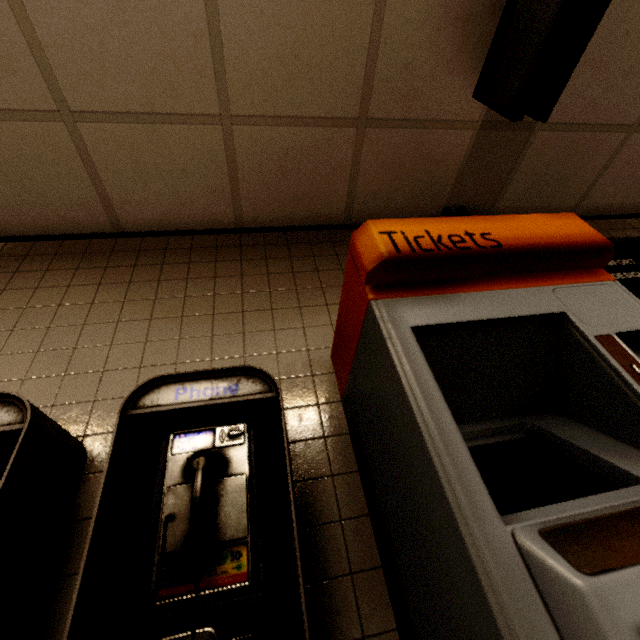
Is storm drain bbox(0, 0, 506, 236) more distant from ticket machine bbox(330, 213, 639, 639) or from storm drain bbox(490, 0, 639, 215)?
ticket machine bbox(330, 213, 639, 639)

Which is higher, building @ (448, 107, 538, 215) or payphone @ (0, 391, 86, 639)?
building @ (448, 107, 538, 215)

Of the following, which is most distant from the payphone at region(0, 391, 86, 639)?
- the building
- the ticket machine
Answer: the building

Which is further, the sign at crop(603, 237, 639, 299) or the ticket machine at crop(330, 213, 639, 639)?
the sign at crop(603, 237, 639, 299)

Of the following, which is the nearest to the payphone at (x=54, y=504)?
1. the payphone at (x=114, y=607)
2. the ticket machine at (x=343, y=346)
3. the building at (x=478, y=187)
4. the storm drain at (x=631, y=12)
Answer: the payphone at (x=114, y=607)

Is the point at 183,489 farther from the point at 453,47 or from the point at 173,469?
the point at 453,47

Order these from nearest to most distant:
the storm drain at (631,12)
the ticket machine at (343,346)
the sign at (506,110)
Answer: the ticket machine at (343,346) → the sign at (506,110) → the storm drain at (631,12)

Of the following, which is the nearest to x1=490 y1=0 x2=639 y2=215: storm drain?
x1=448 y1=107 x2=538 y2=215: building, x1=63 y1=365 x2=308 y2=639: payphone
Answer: x1=448 y1=107 x2=538 y2=215: building
